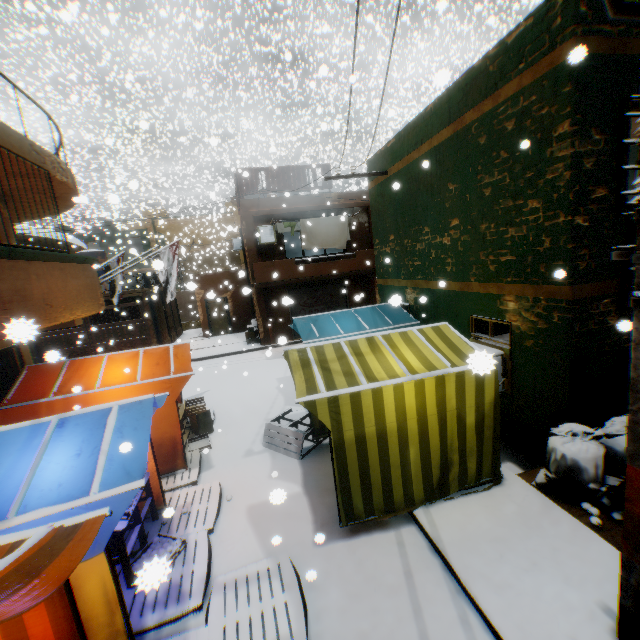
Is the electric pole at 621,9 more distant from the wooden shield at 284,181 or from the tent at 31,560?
the wooden shield at 284,181

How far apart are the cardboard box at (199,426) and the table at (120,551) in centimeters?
261cm

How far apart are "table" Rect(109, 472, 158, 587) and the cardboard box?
2.6 meters

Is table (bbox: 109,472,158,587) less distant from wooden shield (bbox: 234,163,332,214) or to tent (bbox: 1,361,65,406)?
tent (bbox: 1,361,65,406)

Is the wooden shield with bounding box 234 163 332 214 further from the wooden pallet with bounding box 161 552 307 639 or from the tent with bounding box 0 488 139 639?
the wooden pallet with bounding box 161 552 307 639

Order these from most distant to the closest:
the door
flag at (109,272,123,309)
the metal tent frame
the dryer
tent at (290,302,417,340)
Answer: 1. the door
2. the dryer
3. flag at (109,272,123,309)
4. tent at (290,302,417,340)
5. the metal tent frame

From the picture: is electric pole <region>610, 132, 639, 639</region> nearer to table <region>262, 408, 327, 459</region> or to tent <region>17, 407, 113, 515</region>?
tent <region>17, 407, 113, 515</region>

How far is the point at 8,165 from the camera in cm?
595
